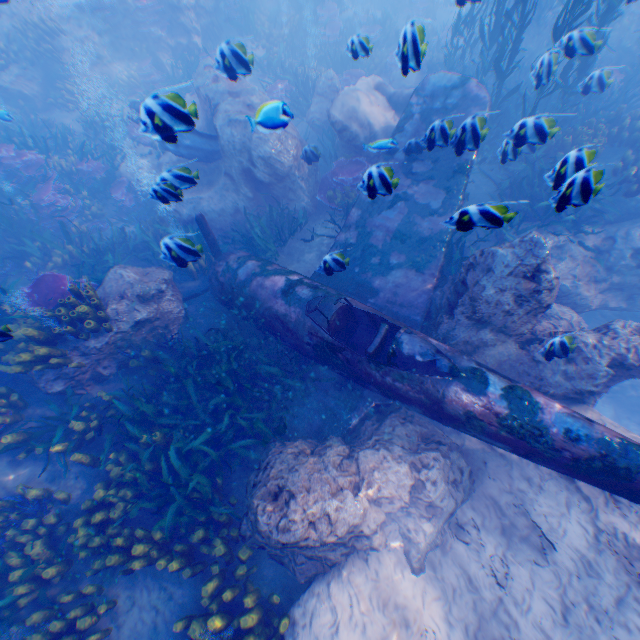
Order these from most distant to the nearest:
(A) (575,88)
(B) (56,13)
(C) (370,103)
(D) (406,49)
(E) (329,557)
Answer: (B) (56,13)
(C) (370,103)
(A) (575,88)
(E) (329,557)
(D) (406,49)

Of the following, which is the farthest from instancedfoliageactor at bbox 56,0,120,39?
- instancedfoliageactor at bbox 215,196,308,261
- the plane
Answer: instancedfoliageactor at bbox 215,196,308,261

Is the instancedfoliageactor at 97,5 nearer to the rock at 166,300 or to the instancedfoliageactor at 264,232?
the rock at 166,300

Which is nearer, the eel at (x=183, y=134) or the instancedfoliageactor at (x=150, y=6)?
the eel at (x=183, y=134)

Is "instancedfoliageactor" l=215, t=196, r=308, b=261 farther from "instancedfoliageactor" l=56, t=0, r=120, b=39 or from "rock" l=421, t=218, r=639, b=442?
"instancedfoliageactor" l=56, t=0, r=120, b=39

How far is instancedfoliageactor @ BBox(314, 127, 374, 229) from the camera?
8.55m
